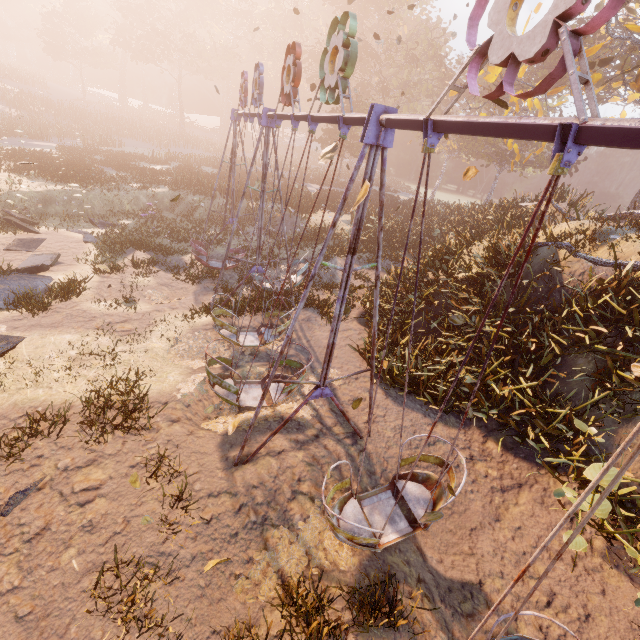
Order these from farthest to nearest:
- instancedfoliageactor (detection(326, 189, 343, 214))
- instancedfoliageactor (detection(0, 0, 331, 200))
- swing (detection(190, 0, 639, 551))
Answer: instancedfoliageactor (detection(326, 189, 343, 214)), instancedfoliageactor (detection(0, 0, 331, 200)), swing (detection(190, 0, 639, 551))

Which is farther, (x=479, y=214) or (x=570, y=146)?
(x=479, y=214)

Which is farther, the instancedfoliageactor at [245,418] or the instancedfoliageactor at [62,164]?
the instancedfoliageactor at [62,164]

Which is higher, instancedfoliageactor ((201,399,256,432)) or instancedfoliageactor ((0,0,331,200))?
instancedfoliageactor ((0,0,331,200))

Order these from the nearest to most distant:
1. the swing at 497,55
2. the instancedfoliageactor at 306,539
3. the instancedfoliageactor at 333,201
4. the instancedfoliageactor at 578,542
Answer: the swing at 497,55, the instancedfoliageactor at 306,539, the instancedfoliageactor at 578,542, the instancedfoliageactor at 333,201

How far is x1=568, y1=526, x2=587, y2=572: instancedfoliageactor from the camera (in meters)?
5.14

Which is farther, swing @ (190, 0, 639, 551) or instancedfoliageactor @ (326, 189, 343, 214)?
instancedfoliageactor @ (326, 189, 343, 214)

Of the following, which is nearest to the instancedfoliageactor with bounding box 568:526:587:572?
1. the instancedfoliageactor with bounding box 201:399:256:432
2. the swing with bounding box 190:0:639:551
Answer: the swing with bounding box 190:0:639:551
